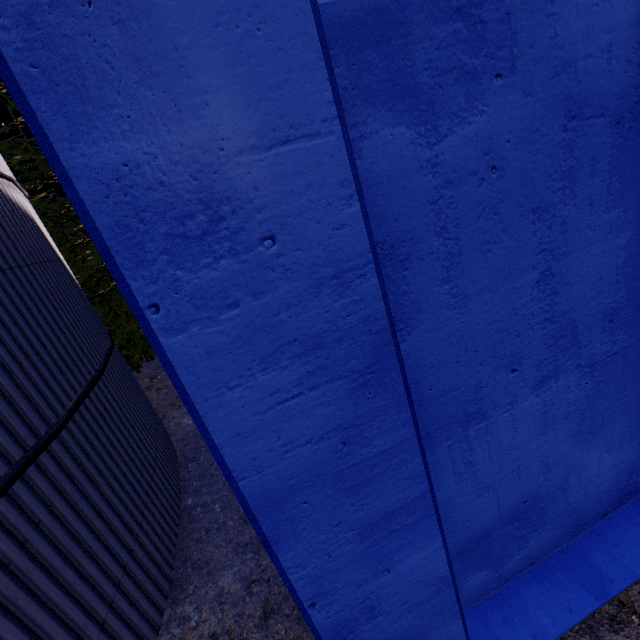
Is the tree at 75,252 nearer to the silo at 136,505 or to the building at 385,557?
the silo at 136,505

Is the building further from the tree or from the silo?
the silo

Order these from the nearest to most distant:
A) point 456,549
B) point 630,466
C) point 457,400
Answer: point 457,400, point 456,549, point 630,466

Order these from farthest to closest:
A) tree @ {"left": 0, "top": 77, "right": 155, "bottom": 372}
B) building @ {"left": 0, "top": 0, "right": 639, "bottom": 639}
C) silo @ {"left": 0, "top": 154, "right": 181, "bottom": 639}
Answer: tree @ {"left": 0, "top": 77, "right": 155, "bottom": 372} < silo @ {"left": 0, "top": 154, "right": 181, "bottom": 639} < building @ {"left": 0, "top": 0, "right": 639, "bottom": 639}

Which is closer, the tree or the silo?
the silo
